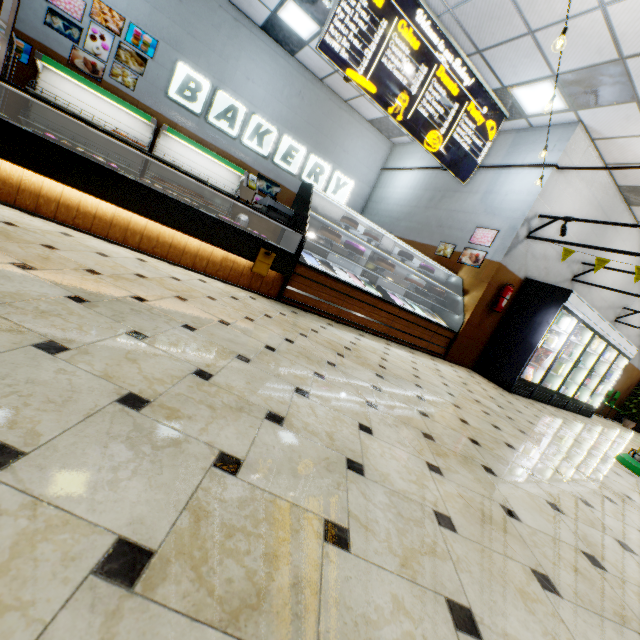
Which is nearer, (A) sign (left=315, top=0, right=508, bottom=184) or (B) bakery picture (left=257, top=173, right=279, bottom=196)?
(A) sign (left=315, top=0, right=508, bottom=184)

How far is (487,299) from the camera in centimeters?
654cm

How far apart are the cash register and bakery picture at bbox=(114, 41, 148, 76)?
5.25m

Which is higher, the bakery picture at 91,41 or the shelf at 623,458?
the bakery picture at 91,41

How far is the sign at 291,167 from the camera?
8.69m

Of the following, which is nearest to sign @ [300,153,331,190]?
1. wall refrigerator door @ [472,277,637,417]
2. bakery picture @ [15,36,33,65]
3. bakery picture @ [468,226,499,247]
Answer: bakery picture @ [15,36,33,65]

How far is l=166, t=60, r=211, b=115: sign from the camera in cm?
718

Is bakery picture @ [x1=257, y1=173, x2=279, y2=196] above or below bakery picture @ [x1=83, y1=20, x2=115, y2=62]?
below
